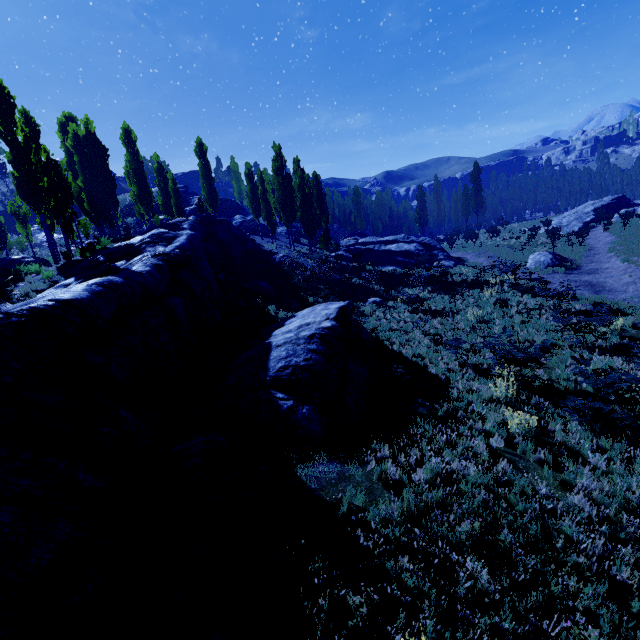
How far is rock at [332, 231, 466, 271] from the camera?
30.8m

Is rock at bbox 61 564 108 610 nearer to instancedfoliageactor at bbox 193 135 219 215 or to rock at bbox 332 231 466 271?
instancedfoliageactor at bbox 193 135 219 215

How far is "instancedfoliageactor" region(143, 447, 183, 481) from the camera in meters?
6.2 m

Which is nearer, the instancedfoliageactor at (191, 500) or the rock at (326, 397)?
the instancedfoliageactor at (191, 500)

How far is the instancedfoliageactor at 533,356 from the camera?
9.4 meters

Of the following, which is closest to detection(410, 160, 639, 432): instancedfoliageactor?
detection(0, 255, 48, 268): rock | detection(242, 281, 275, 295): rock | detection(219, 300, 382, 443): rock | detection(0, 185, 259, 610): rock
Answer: detection(0, 185, 259, 610): rock

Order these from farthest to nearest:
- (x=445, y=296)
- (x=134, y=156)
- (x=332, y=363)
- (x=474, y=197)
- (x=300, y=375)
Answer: (x=474, y=197) → (x=134, y=156) → (x=445, y=296) → (x=332, y=363) → (x=300, y=375)
